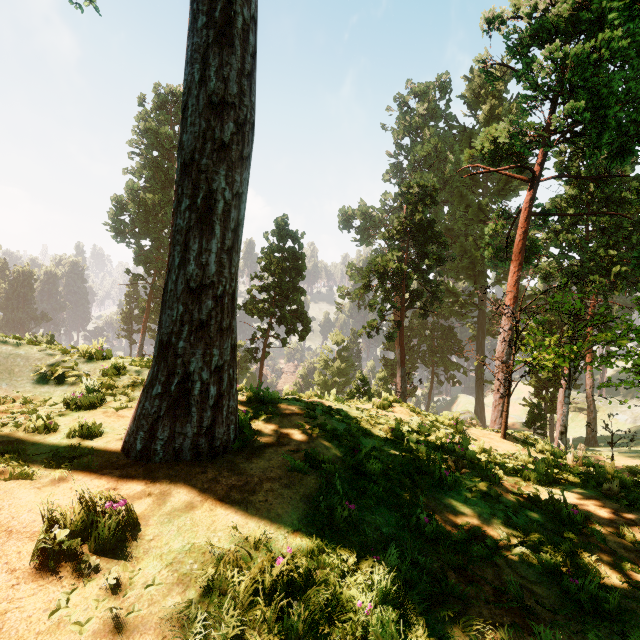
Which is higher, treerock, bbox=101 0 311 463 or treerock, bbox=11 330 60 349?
treerock, bbox=101 0 311 463

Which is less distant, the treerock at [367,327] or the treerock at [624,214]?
the treerock at [624,214]

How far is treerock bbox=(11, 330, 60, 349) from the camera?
7.0 meters

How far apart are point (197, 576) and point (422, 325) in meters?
59.4 m

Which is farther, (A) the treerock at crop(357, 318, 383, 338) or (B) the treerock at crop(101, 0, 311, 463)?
(A) the treerock at crop(357, 318, 383, 338)

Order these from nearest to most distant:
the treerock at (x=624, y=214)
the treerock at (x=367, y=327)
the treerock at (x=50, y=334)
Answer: the treerock at (x=50, y=334) < the treerock at (x=624, y=214) < the treerock at (x=367, y=327)
